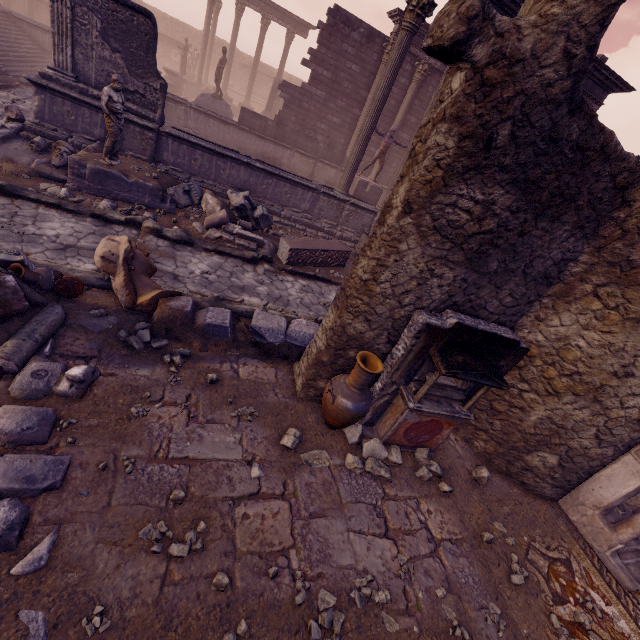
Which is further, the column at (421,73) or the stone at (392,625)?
the column at (421,73)

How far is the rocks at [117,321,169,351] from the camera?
4.6 meters

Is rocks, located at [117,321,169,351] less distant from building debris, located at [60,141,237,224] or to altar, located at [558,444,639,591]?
building debris, located at [60,141,237,224]

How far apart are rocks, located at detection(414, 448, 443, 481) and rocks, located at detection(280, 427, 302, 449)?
1.4m

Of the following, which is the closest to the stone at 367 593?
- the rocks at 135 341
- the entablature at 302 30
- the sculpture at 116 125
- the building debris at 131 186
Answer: the rocks at 135 341

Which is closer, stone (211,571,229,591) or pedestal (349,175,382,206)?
stone (211,571,229,591)

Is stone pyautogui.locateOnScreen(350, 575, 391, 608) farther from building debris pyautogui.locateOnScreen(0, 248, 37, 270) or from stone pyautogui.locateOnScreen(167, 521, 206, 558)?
building debris pyautogui.locateOnScreen(0, 248, 37, 270)

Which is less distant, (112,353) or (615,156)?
(615,156)
